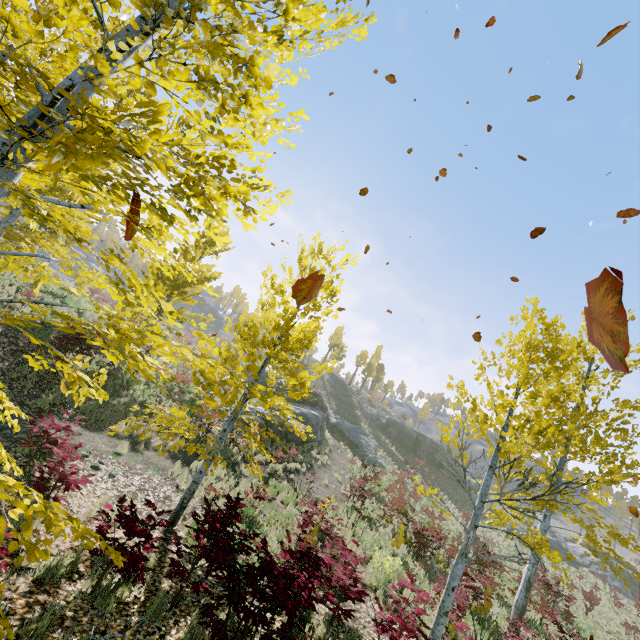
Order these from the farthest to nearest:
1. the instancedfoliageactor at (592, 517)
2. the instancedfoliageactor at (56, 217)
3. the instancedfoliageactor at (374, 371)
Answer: the instancedfoliageactor at (374, 371)
the instancedfoliageactor at (592, 517)
the instancedfoliageactor at (56, 217)

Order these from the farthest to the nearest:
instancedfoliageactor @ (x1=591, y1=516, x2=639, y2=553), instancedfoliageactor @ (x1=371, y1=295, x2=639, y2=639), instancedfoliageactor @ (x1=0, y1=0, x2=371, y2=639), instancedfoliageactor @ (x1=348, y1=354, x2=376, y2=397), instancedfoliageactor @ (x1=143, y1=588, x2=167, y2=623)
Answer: instancedfoliageactor @ (x1=348, y1=354, x2=376, y2=397), instancedfoliageactor @ (x1=591, y1=516, x2=639, y2=553), instancedfoliageactor @ (x1=371, y1=295, x2=639, y2=639), instancedfoliageactor @ (x1=143, y1=588, x2=167, y2=623), instancedfoliageactor @ (x1=0, y1=0, x2=371, y2=639)

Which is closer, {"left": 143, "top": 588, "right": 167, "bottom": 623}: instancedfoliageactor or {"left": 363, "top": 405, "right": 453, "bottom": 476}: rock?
{"left": 143, "top": 588, "right": 167, "bottom": 623}: instancedfoliageactor

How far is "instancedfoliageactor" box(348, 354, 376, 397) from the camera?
54.6 meters

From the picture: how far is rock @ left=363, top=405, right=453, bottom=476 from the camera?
42.28m

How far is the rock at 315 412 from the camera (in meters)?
20.83

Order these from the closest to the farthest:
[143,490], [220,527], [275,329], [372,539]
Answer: [220,527]
[275,329]
[143,490]
[372,539]
